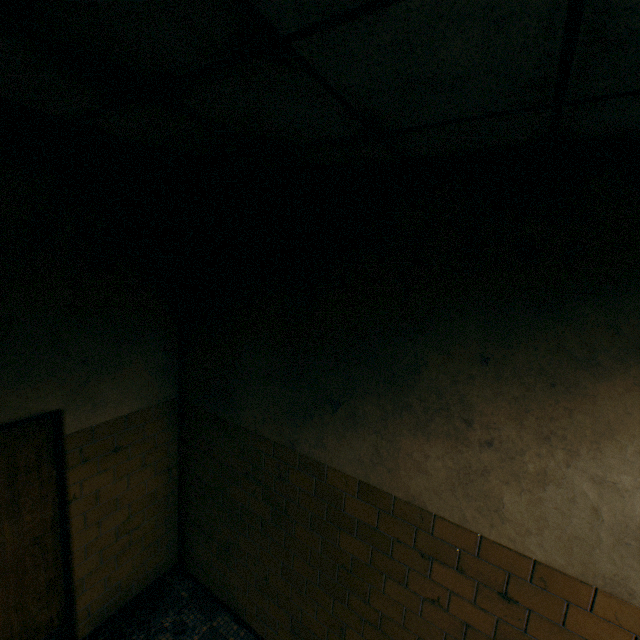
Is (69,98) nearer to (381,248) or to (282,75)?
(282,75)
